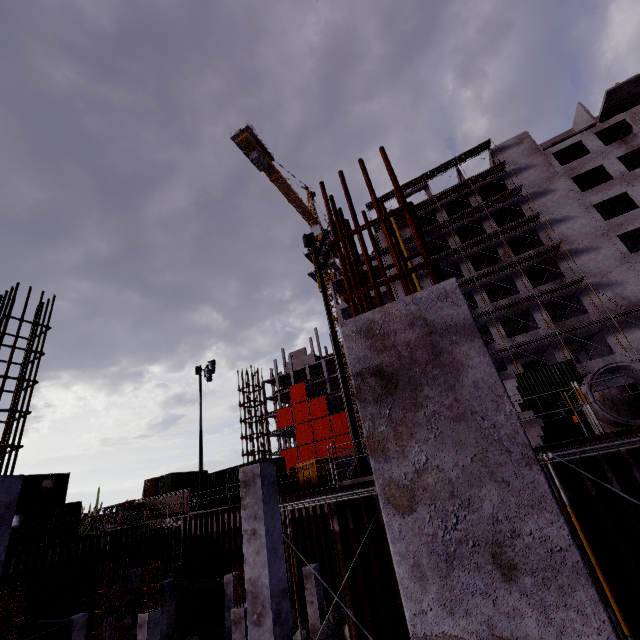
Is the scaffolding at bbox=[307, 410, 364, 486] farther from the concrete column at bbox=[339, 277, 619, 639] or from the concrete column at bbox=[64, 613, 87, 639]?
the concrete column at bbox=[339, 277, 619, 639]

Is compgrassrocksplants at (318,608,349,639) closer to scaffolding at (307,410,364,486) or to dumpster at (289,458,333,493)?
dumpster at (289,458,333,493)

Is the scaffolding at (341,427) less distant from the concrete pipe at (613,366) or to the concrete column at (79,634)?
the concrete column at (79,634)

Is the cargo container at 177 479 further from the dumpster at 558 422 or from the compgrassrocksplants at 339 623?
the dumpster at 558 422

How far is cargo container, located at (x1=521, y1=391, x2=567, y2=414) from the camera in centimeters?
2357cm

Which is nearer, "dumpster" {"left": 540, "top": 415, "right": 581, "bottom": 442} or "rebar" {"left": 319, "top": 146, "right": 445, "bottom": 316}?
"rebar" {"left": 319, "top": 146, "right": 445, "bottom": 316}

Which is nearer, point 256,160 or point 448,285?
point 448,285
